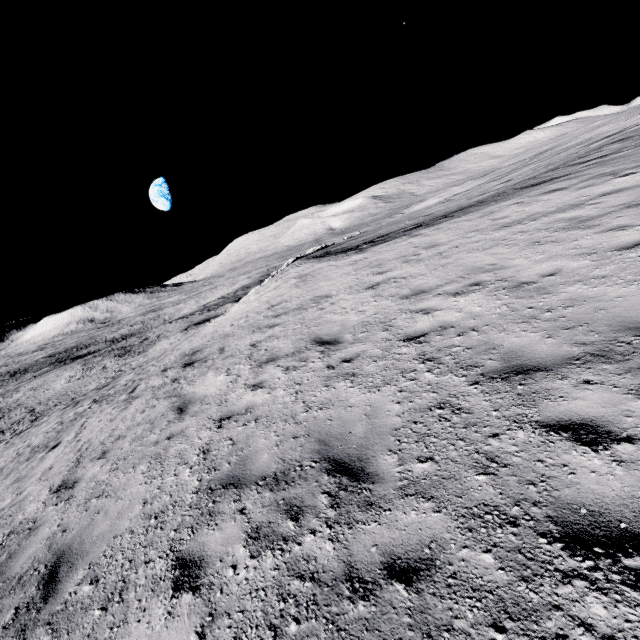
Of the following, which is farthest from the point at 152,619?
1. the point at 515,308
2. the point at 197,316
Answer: the point at 197,316
